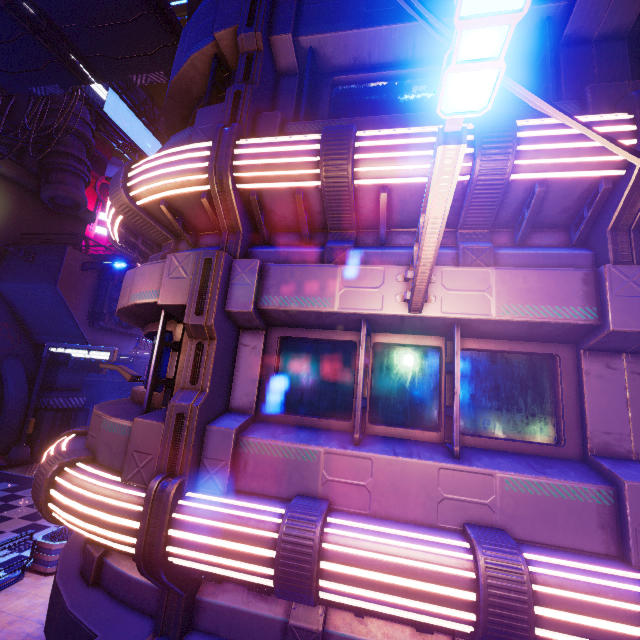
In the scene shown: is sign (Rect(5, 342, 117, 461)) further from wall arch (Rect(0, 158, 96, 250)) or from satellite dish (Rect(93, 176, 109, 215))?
satellite dish (Rect(93, 176, 109, 215))

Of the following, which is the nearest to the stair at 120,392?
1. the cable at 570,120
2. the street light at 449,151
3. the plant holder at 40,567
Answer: the plant holder at 40,567

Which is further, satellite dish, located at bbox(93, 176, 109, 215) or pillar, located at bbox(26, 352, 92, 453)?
satellite dish, located at bbox(93, 176, 109, 215)

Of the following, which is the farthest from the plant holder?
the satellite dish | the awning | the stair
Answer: the satellite dish

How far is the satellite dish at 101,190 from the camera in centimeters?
4364cm

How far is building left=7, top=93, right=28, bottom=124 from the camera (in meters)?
23.20

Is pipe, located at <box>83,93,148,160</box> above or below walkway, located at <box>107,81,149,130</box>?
below

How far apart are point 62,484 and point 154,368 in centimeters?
178cm
